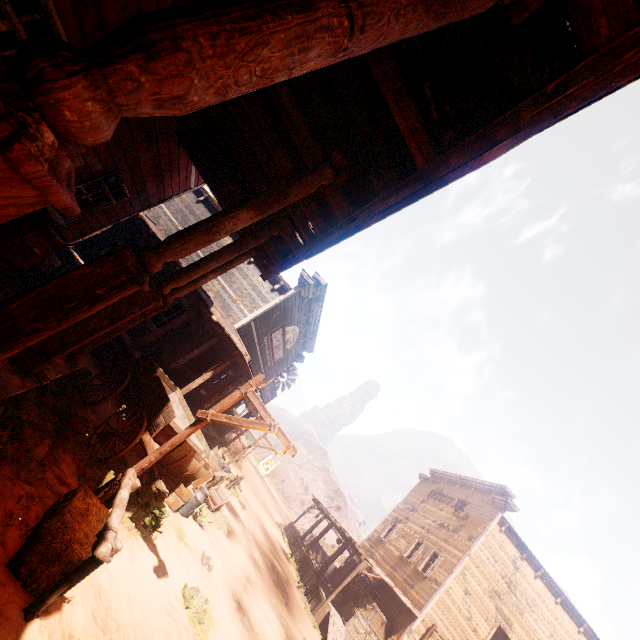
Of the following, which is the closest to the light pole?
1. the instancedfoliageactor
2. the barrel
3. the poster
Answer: the barrel

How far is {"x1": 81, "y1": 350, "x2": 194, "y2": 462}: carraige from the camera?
6.2 meters

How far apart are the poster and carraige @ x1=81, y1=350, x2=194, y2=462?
4.2m

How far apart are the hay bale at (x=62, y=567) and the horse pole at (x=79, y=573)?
0.1 meters

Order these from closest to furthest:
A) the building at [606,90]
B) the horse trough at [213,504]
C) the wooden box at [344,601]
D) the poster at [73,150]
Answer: the building at [606,90], the poster at [73,150], the horse trough at [213,504], the wooden box at [344,601]

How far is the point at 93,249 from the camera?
13.94m

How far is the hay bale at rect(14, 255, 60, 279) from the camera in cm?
812

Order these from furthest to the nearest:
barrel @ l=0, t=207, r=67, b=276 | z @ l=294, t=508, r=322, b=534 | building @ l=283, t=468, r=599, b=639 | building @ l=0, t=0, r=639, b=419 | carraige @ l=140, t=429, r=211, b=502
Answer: z @ l=294, t=508, r=322, b=534 < building @ l=283, t=468, r=599, b=639 < carraige @ l=140, t=429, r=211, b=502 < barrel @ l=0, t=207, r=67, b=276 < building @ l=0, t=0, r=639, b=419
